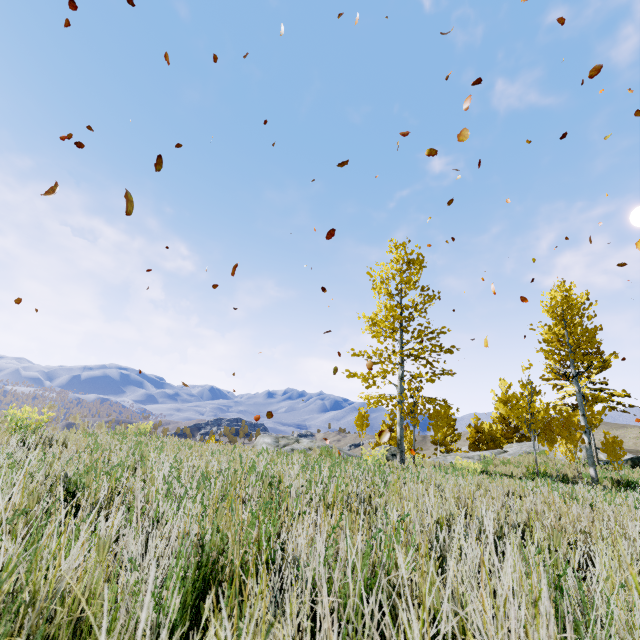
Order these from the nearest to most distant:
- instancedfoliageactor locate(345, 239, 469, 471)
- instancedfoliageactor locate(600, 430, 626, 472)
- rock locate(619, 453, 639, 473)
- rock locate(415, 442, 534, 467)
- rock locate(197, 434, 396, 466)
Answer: rock locate(197, 434, 396, 466), rock locate(415, 442, 534, 467), instancedfoliageactor locate(600, 430, 626, 472), instancedfoliageactor locate(345, 239, 469, 471), rock locate(619, 453, 639, 473)

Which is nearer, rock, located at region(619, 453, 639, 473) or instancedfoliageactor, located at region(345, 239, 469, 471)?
instancedfoliageactor, located at region(345, 239, 469, 471)

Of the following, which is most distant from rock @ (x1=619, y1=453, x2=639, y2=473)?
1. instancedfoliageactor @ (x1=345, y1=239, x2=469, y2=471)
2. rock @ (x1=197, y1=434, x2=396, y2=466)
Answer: rock @ (x1=197, y1=434, x2=396, y2=466)

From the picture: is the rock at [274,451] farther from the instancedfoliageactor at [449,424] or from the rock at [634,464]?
the rock at [634,464]

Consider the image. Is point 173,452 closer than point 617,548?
No
